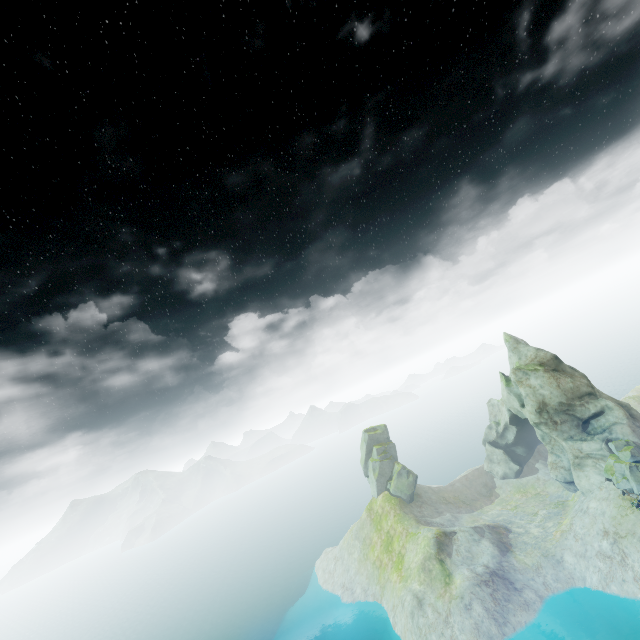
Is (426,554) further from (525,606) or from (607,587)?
(607,587)
